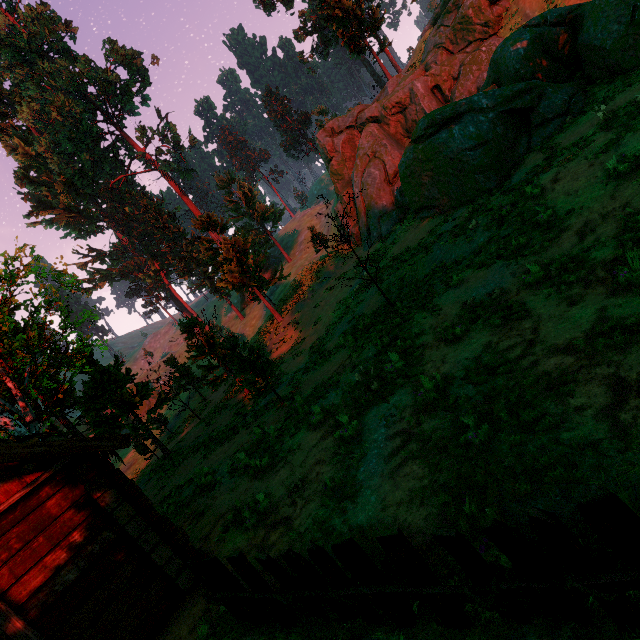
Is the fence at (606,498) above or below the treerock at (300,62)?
below

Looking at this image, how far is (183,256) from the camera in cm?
4838

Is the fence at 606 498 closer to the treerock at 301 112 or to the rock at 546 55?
the treerock at 301 112

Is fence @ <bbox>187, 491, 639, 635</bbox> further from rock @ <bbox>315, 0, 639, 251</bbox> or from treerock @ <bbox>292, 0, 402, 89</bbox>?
rock @ <bbox>315, 0, 639, 251</bbox>

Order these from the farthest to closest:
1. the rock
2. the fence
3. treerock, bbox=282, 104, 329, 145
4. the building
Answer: treerock, bbox=282, 104, 329, 145, the rock, the building, the fence

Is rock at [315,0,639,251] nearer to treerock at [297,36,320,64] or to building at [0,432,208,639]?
treerock at [297,36,320,64]

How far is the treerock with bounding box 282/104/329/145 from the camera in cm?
4388
